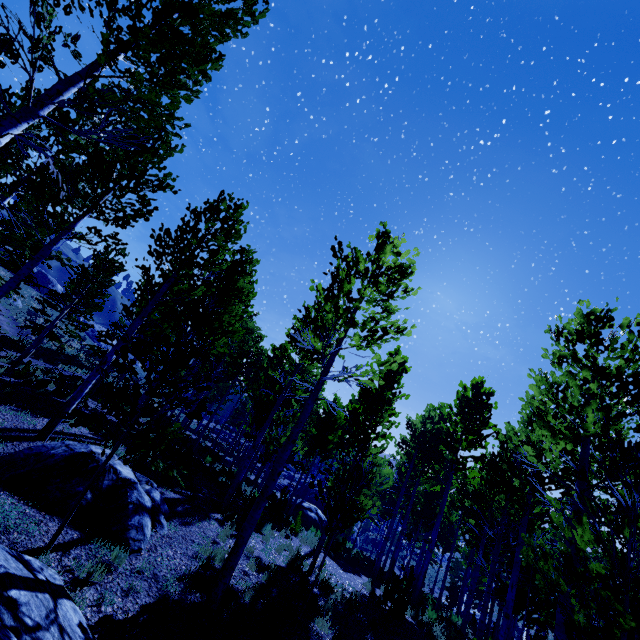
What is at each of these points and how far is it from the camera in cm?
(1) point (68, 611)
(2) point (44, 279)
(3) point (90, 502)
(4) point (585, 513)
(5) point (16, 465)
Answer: (1) rock, 277
(2) rock, 5188
(3) rock, 693
(4) instancedfoliageactor, 460
(5) rock, 672

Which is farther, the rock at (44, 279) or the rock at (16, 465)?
the rock at (44, 279)

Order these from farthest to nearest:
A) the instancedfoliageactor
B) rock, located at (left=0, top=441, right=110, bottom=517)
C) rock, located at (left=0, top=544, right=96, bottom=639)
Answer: rock, located at (left=0, top=441, right=110, bottom=517)
the instancedfoliageactor
rock, located at (left=0, top=544, right=96, bottom=639)

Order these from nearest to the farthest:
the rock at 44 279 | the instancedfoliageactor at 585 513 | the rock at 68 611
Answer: the rock at 68 611
the instancedfoliageactor at 585 513
the rock at 44 279

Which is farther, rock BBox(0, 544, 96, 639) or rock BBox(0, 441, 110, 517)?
rock BBox(0, 441, 110, 517)

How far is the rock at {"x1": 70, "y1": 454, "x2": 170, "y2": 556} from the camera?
6.7m

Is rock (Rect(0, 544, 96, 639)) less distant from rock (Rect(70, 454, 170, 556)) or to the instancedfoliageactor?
the instancedfoliageactor

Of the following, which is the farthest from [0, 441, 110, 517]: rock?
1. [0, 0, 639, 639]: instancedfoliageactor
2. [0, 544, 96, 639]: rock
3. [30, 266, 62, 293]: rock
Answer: [30, 266, 62, 293]: rock
